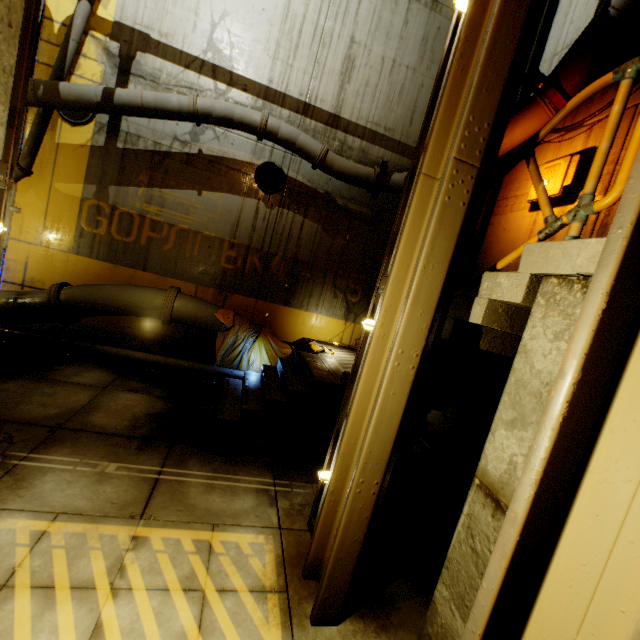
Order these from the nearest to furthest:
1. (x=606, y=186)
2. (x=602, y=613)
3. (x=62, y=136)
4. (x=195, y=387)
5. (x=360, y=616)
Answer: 1. (x=602, y=613)
2. (x=360, y=616)
3. (x=606, y=186)
4. (x=195, y=387)
5. (x=62, y=136)

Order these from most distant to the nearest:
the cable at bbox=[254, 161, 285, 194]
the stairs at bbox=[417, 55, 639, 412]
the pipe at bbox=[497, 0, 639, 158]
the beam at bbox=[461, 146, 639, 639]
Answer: the cable at bbox=[254, 161, 285, 194] → the pipe at bbox=[497, 0, 639, 158] → the stairs at bbox=[417, 55, 639, 412] → the beam at bbox=[461, 146, 639, 639]

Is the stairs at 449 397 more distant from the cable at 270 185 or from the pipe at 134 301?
the cable at 270 185

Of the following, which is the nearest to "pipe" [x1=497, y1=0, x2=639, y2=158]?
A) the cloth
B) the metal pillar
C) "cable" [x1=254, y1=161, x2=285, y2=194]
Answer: the cloth

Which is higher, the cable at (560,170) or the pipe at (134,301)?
the cable at (560,170)

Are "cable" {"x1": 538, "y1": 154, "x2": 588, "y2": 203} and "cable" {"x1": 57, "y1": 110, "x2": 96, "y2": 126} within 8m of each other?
no

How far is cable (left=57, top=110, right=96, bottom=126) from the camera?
7.4 meters

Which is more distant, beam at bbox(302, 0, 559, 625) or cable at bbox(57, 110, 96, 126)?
cable at bbox(57, 110, 96, 126)
